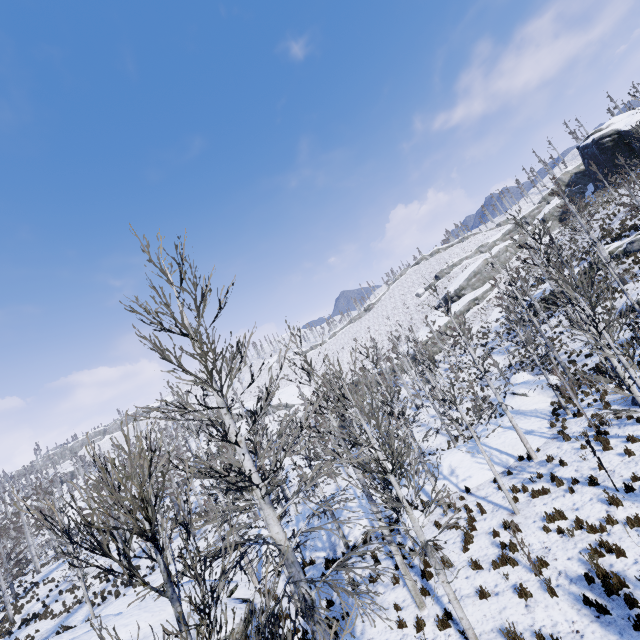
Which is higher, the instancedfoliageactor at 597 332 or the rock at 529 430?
the instancedfoliageactor at 597 332

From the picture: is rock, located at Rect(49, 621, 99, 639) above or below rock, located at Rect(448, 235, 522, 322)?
below

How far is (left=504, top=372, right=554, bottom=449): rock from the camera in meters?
18.3

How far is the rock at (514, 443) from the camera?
17.1m

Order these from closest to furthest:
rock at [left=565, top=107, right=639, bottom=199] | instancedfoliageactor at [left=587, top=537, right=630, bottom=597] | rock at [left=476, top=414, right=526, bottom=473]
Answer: instancedfoliageactor at [left=587, top=537, right=630, bottom=597], rock at [left=476, top=414, right=526, bottom=473], rock at [left=565, top=107, right=639, bottom=199]

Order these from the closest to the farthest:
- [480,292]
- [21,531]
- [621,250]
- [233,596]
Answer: [233,596] → [621,250] → [21,531] → [480,292]

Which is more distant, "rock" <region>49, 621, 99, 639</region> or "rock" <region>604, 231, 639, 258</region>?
"rock" <region>604, 231, 639, 258</region>

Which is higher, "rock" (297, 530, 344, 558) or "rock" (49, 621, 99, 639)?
"rock" (49, 621, 99, 639)
